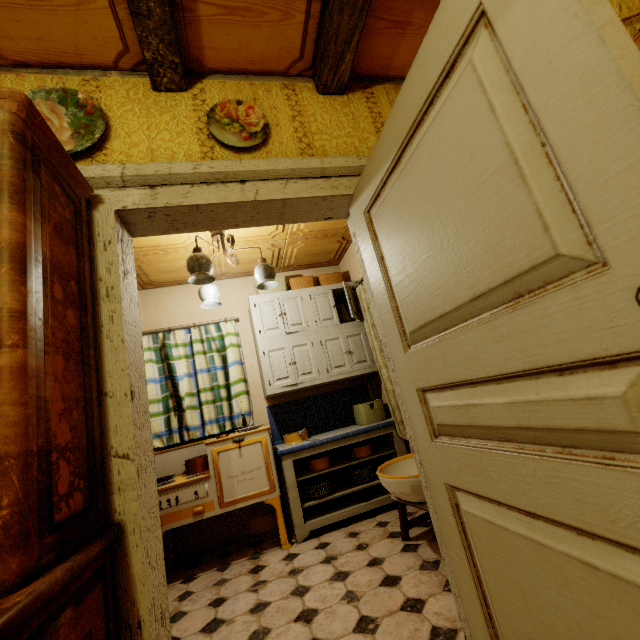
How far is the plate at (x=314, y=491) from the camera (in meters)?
3.15

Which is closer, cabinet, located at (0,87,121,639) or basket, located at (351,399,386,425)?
cabinet, located at (0,87,121,639)

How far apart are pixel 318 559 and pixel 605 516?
2.4m

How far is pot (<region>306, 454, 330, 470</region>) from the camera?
3.22m

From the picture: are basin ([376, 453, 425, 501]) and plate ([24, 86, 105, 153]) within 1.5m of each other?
no

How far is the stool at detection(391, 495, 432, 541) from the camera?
2.24m

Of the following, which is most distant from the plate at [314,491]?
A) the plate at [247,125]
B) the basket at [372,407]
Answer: the plate at [247,125]

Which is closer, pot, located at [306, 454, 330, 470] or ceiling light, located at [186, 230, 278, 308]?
ceiling light, located at [186, 230, 278, 308]
